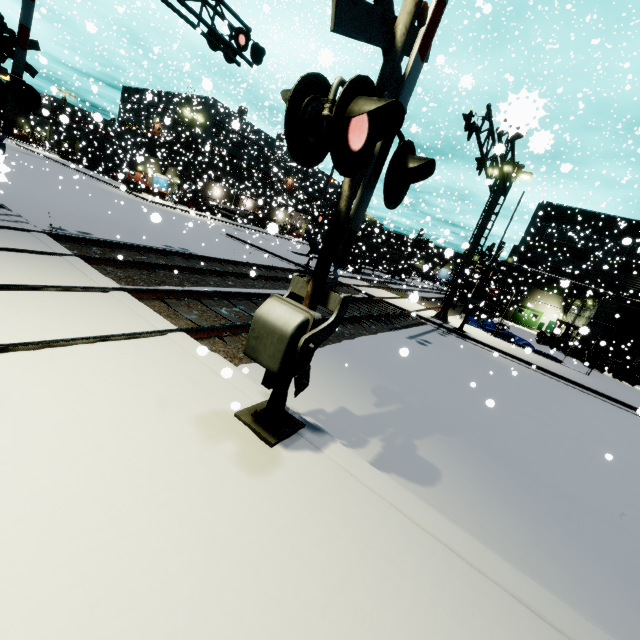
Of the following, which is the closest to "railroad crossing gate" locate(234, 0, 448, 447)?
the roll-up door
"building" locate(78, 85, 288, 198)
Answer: "building" locate(78, 85, 288, 198)

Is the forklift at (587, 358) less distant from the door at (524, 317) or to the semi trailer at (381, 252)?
the semi trailer at (381, 252)

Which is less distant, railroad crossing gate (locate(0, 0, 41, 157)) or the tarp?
railroad crossing gate (locate(0, 0, 41, 157))

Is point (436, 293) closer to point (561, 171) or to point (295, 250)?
point (295, 250)

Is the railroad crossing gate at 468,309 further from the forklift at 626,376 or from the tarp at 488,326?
the forklift at 626,376

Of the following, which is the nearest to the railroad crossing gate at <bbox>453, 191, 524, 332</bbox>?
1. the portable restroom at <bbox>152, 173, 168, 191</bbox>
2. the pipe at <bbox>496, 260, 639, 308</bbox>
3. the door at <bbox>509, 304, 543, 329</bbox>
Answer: the pipe at <bbox>496, 260, 639, 308</bbox>

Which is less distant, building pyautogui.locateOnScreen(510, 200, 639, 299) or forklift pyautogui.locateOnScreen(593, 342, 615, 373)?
forklift pyautogui.locateOnScreen(593, 342, 615, 373)

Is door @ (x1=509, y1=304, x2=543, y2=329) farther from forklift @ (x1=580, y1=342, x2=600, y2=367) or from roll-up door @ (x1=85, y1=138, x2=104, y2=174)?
roll-up door @ (x1=85, y1=138, x2=104, y2=174)
